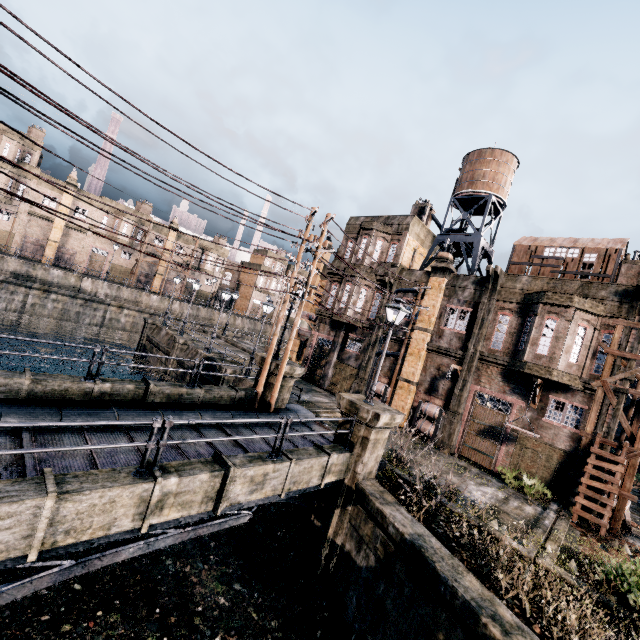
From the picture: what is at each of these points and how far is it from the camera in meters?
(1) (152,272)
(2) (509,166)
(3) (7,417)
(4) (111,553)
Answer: (1) building, 58.1 m
(2) water tower, 24.9 m
(3) stone base, 8.6 m
(4) truss, 6.8 m

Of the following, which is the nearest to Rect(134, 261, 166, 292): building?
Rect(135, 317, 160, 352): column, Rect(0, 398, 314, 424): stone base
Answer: Rect(135, 317, 160, 352): column

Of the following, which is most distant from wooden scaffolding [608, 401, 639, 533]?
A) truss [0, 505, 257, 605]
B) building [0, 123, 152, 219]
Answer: building [0, 123, 152, 219]

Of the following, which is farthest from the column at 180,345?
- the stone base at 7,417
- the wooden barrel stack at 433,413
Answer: the wooden barrel stack at 433,413

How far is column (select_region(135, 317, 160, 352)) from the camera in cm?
3478

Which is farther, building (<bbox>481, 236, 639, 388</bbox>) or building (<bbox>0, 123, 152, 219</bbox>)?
building (<bbox>0, 123, 152, 219</bbox>)

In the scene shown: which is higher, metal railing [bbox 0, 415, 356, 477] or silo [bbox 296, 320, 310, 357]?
silo [bbox 296, 320, 310, 357]

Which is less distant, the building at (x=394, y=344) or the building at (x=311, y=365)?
the building at (x=394, y=344)
